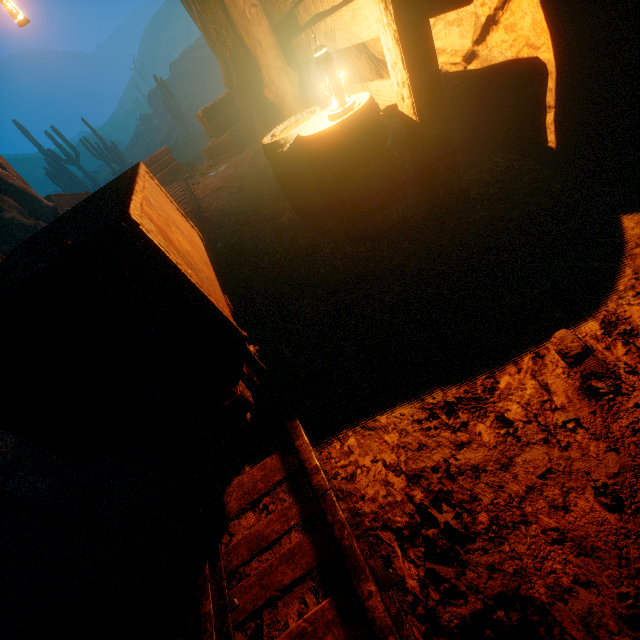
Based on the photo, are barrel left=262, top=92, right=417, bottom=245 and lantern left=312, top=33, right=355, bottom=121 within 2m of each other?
yes

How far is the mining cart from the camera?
7.61m

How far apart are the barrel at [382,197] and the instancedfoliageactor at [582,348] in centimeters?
157cm

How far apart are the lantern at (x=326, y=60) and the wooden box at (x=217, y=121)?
5.8 meters

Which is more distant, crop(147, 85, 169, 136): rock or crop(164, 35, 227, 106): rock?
crop(147, 85, 169, 136): rock

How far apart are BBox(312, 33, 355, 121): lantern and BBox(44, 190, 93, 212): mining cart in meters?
8.1 m

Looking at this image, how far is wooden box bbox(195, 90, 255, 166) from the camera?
7.3m

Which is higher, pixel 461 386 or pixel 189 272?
pixel 189 272
